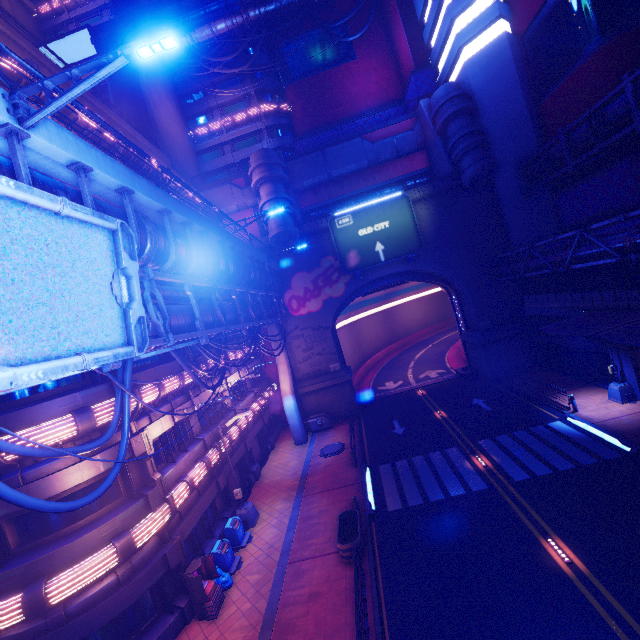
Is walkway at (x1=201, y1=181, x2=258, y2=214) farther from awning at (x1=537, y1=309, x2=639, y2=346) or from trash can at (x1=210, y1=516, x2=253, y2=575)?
trash can at (x1=210, y1=516, x2=253, y2=575)

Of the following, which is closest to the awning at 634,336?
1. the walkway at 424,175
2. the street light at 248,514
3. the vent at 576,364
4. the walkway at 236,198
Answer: the vent at 576,364

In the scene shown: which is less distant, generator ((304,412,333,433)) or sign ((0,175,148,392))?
sign ((0,175,148,392))

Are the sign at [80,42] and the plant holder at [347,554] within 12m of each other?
no

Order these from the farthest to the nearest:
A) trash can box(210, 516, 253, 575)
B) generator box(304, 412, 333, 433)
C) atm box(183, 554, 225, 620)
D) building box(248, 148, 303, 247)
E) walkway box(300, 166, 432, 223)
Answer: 1. walkway box(300, 166, 432, 223)
2. generator box(304, 412, 333, 433)
3. building box(248, 148, 303, 247)
4. trash can box(210, 516, 253, 575)
5. atm box(183, 554, 225, 620)

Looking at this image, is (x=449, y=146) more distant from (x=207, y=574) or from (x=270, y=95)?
(x=207, y=574)

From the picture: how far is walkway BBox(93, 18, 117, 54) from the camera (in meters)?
34.91

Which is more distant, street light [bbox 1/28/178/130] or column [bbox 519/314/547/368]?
column [bbox 519/314/547/368]
